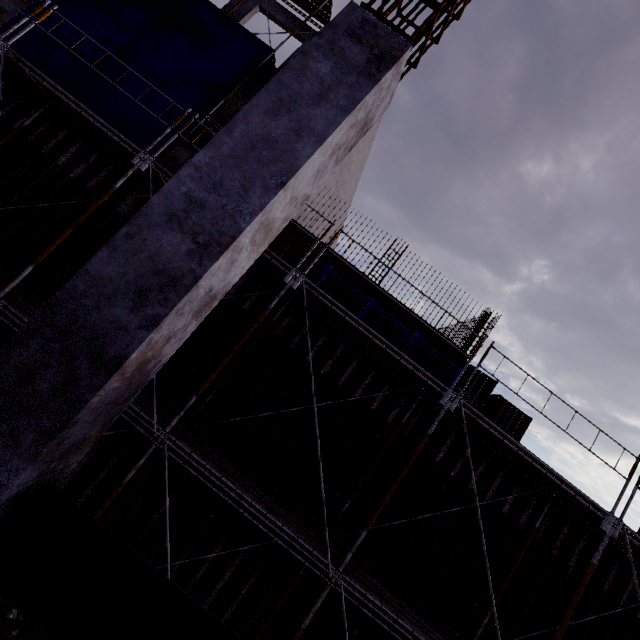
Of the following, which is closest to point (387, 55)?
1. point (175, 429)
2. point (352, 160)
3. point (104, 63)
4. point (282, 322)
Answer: point (282, 322)

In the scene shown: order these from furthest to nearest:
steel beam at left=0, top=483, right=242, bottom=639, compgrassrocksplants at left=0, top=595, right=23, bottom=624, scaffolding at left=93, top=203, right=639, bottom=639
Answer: scaffolding at left=93, top=203, right=639, bottom=639
compgrassrocksplants at left=0, top=595, right=23, bottom=624
steel beam at left=0, top=483, right=242, bottom=639

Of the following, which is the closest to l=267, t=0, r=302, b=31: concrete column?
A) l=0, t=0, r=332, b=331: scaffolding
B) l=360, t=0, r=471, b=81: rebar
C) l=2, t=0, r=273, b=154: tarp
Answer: l=360, t=0, r=471, b=81: rebar

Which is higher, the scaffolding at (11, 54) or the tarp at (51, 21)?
the tarp at (51, 21)

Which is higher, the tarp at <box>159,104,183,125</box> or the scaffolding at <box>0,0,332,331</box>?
the tarp at <box>159,104,183,125</box>

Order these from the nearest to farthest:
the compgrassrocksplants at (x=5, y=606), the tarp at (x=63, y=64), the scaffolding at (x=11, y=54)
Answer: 1. the compgrassrocksplants at (x=5, y=606)
2. the scaffolding at (x=11, y=54)
3. the tarp at (x=63, y=64)

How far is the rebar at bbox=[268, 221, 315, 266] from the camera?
13.49m
